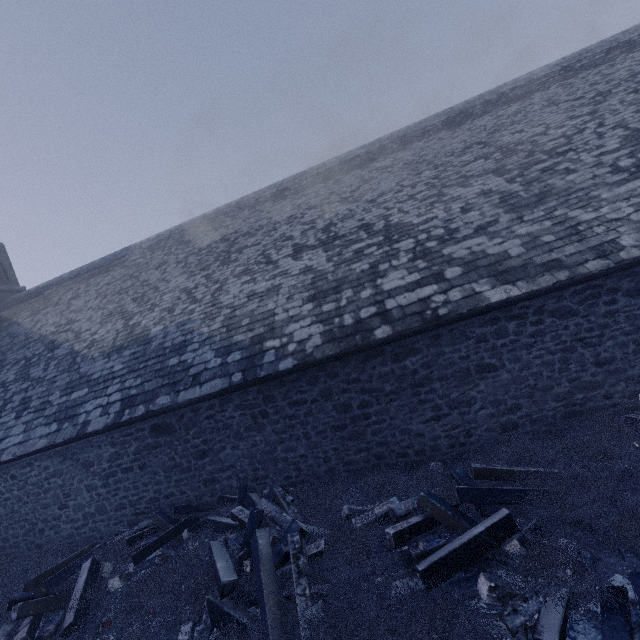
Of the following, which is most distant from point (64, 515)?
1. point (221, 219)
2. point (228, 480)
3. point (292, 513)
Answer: point (221, 219)

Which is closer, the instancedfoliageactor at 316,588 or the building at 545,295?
the instancedfoliageactor at 316,588

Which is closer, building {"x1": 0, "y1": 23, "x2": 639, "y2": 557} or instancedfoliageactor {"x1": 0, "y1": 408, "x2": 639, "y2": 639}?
instancedfoliageactor {"x1": 0, "y1": 408, "x2": 639, "y2": 639}

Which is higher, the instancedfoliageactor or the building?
the building

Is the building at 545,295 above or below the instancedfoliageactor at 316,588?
above
